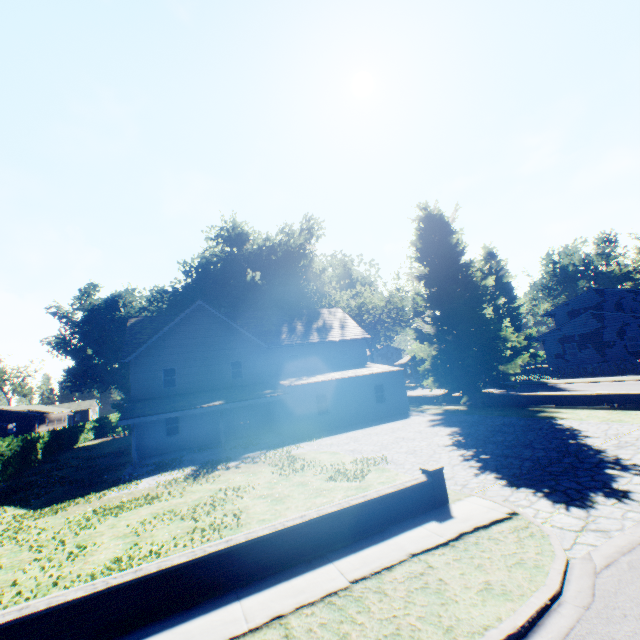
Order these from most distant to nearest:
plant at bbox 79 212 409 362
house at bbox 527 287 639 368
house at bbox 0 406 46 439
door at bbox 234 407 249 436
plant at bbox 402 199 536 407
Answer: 1. house at bbox 0 406 46 439
2. plant at bbox 79 212 409 362
3. house at bbox 527 287 639 368
4. door at bbox 234 407 249 436
5. plant at bbox 402 199 536 407

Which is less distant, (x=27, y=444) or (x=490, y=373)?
(x=490, y=373)

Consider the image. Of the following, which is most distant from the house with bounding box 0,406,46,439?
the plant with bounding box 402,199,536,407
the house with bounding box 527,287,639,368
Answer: the house with bounding box 527,287,639,368

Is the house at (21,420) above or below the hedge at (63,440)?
above

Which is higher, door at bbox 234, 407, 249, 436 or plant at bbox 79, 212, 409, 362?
plant at bbox 79, 212, 409, 362

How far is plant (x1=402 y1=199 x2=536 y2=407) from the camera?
21.8 meters

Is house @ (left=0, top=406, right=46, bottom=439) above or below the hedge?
above

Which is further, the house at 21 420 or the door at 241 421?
the house at 21 420
